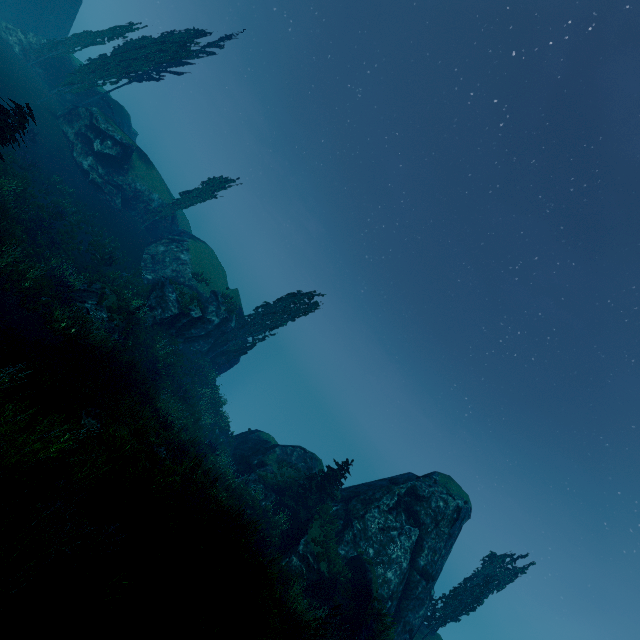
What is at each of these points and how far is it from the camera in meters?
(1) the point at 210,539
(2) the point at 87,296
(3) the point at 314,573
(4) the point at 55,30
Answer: (1) rock, 8.4 m
(2) rock, 19.9 m
(3) rock, 18.3 m
(4) rock, 40.5 m

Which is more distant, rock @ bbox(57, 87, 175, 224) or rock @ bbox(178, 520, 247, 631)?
rock @ bbox(57, 87, 175, 224)

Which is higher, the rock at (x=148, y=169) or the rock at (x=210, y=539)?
the rock at (x=148, y=169)

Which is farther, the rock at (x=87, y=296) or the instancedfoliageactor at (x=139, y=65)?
the instancedfoliageactor at (x=139, y=65)

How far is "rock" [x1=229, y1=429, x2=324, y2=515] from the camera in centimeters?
2458cm

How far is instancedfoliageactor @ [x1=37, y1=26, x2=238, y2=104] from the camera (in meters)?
29.66

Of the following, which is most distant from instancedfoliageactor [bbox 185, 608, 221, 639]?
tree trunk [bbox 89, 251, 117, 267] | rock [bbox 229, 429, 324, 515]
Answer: tree trunk [bbox 89, 251, 117, 267]

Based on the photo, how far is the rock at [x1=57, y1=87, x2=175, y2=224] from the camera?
29.5m
